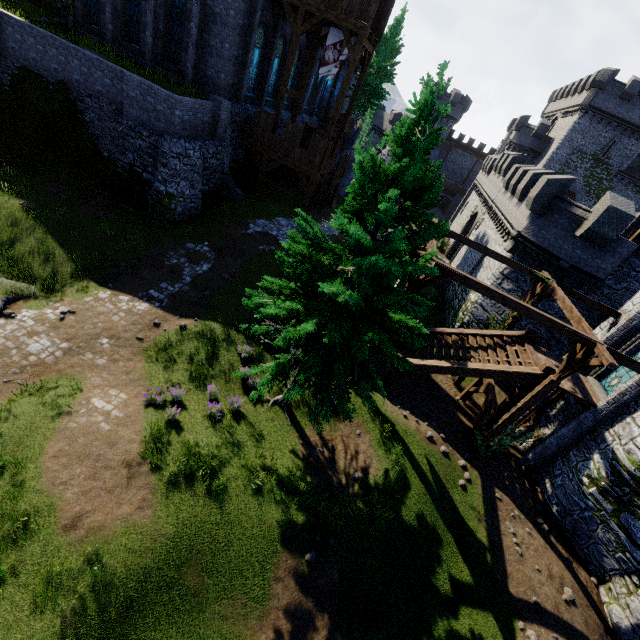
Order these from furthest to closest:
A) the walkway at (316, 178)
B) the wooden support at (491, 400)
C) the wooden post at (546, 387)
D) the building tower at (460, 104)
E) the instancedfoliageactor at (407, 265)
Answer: the building tower at (460, 104) → the walkway at (316, 178) → the wooden support at (491, 400) → the wooden post at (546, 387) → the instancedfoliageactor at (407, 265)

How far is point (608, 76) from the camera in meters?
36.6

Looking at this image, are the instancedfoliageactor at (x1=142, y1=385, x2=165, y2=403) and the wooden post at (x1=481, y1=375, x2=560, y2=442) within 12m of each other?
no

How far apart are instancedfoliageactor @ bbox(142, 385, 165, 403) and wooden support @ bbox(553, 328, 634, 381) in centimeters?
1357cm

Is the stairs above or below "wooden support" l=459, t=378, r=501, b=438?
above

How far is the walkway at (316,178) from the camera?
22.52m

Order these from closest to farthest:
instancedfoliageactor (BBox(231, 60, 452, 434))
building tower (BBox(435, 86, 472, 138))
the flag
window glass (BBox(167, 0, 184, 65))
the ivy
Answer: instancedfoliageactor (BBox(231, 60, 452, 434)), the ivy, window glass (BBox(167, 0, 184, 65)), the flag, building tower (BBox(435, 86, 472, 138))

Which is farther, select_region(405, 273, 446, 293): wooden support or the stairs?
the stairs
